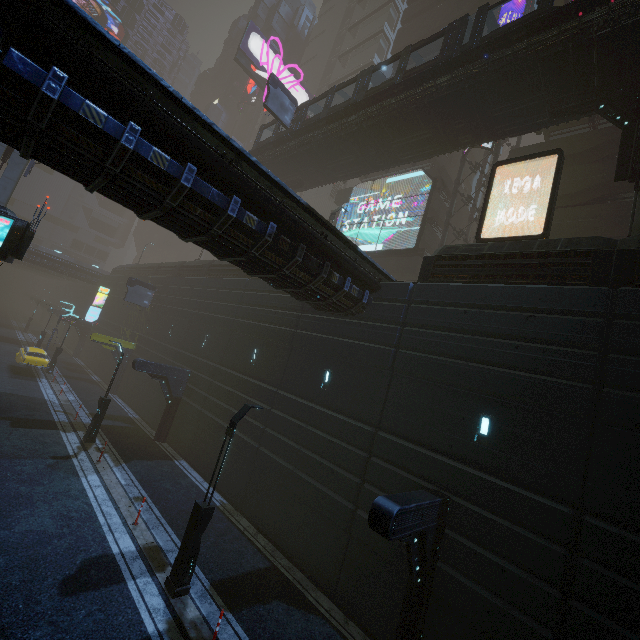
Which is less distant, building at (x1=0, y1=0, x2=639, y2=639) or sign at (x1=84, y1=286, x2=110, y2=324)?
A: building at (x1=0, y1=0, x2=639, y2=639)

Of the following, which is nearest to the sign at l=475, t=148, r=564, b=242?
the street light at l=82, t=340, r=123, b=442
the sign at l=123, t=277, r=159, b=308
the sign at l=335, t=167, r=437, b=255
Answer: the sign at l=335, t=167, r=437, b=255

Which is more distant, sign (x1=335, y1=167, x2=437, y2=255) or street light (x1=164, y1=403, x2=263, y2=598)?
sign (x1=335, y1=167, x2=437, y2=255)

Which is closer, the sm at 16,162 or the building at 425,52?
the sm at 16,162

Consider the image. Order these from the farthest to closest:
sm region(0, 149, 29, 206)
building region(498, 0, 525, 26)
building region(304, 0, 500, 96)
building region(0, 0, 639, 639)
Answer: building region(304, 0, 500, 96)
building region(498, 0, 525, 26)
sm region(0, 149, 29, 206)
building region(0, 0, 639, 639)

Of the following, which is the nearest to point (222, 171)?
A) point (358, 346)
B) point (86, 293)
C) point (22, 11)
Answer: point (22, 11)

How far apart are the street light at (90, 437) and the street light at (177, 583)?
11.3 meters

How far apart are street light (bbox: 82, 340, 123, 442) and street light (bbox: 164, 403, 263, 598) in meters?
11.3 m
